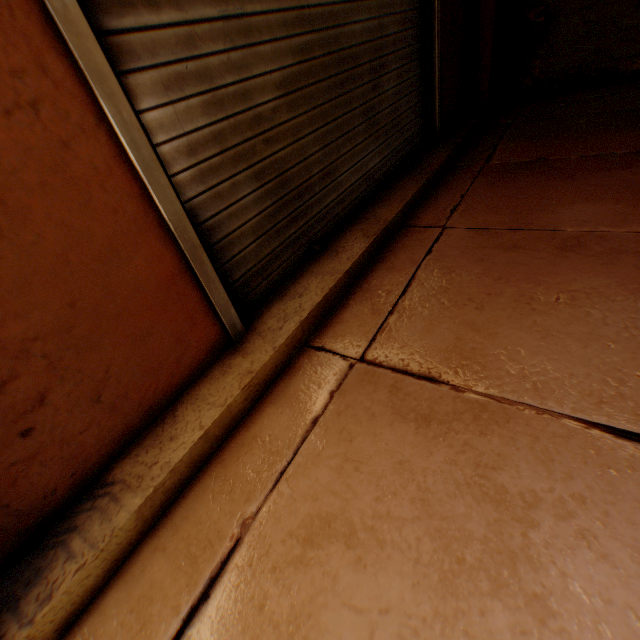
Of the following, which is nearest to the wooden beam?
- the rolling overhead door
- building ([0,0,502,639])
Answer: building ([0,0,502,639])

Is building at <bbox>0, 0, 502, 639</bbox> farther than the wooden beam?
No

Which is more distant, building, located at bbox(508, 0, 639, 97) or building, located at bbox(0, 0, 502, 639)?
building, located at bbox(508, 0, 639, 97)

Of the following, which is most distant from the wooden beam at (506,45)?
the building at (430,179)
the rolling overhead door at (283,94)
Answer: the rolling overhead door at (283,94)

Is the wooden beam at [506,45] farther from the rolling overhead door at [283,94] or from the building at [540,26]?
the rolling overhead door at [283,94]

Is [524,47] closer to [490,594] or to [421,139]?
[421,139]

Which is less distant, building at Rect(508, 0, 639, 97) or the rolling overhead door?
the rolling overhead door
